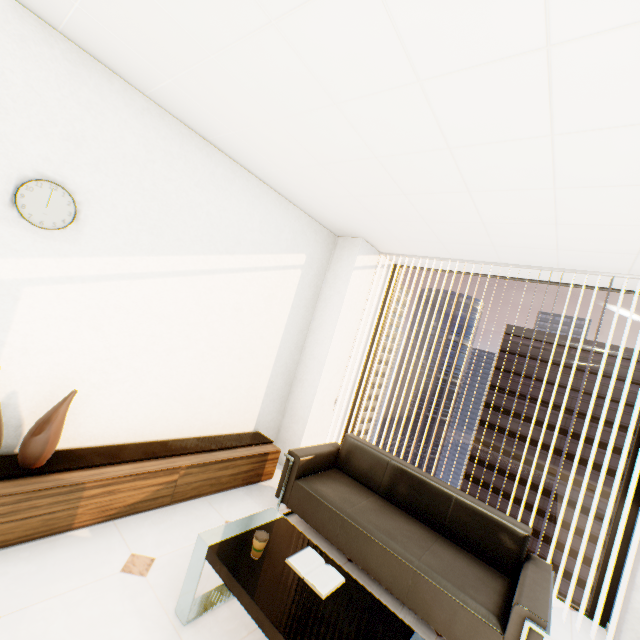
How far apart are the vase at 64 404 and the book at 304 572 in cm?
171

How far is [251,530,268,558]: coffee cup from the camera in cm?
176

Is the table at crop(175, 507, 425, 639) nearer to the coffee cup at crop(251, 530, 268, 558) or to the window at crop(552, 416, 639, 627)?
the coffee cup at crop(251, 530, 268, 558)

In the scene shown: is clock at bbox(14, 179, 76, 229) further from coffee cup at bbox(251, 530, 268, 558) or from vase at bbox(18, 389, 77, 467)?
coffee cup at bbox(251, 530, 268, 558)

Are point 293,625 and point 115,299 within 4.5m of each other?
yes

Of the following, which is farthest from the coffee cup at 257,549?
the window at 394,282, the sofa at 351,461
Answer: the window at 394,282

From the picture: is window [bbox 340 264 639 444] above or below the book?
above

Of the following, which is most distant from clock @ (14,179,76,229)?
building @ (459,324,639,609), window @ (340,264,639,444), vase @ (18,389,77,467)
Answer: building @ (459,324,639,609)
